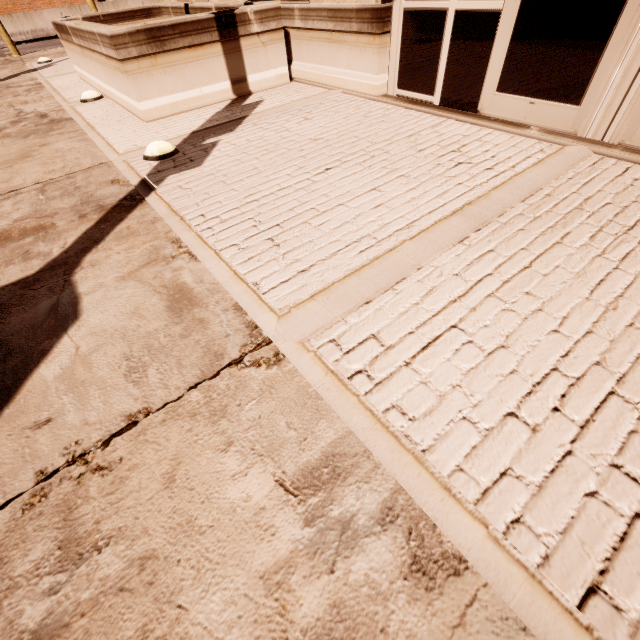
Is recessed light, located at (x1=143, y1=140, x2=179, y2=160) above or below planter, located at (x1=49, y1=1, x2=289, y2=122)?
below

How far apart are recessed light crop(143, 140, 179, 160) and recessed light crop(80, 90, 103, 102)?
3.4 meters

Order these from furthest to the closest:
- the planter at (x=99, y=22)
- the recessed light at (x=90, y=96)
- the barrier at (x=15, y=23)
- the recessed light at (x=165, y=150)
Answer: the barrier at (x=15, y=23) → the recessed light at (x=90, y=96) → the planter at (x=99, y=22) → the recessed light at (x=165, y=150)

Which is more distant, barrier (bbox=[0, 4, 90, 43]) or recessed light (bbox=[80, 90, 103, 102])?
barrier (bbox=[0, 4, 90, 43])

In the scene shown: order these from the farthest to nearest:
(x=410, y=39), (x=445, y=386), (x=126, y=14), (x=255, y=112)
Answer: (x=126, y=14), (x=255, y=112), (x=410, y=39), (x=445, y=386)

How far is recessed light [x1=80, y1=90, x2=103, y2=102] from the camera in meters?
5.7 m

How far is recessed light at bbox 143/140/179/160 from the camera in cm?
357

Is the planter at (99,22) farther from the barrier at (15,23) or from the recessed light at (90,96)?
the barrier at (15,23)
